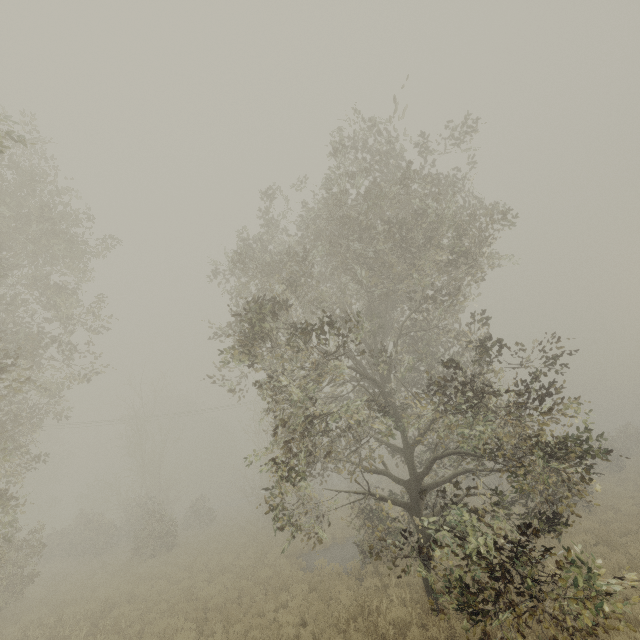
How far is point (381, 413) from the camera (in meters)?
36.84

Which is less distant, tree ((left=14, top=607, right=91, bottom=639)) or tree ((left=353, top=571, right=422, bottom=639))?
tree ((left=353, top=571, right=422, bottom=639))

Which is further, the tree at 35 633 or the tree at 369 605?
the tree at 35 633
